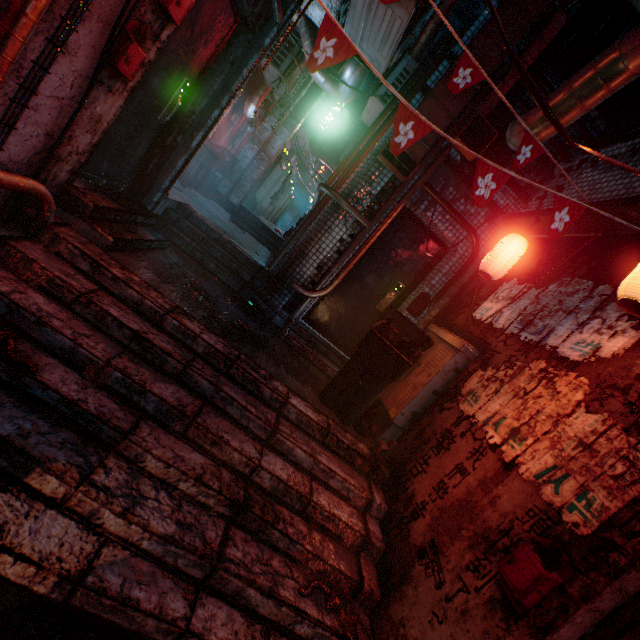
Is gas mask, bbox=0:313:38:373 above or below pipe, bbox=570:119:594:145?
below

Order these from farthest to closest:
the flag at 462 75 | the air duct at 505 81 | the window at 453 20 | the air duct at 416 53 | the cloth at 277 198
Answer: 1. the window at 453 20
2. the cloth at 277 198
3. the air duct at 416 53
4. the air duct at 505 81
5. the flag at 462 75

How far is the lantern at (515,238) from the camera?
3.19m

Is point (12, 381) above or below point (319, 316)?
below

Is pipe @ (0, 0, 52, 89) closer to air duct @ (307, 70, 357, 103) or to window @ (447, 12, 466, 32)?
air duct @ (307, 70, 357, 103)

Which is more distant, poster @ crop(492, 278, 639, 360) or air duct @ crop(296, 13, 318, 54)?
air duct @ crop(296, 13, 318, 54)

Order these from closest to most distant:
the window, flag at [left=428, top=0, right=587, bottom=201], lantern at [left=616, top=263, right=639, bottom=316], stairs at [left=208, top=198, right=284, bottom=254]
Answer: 1. lantern at [left=616, top=263, right=639, bottom=316]
2. flag at [left=428, top=0, right=587, bottom=201]
3. stairs at [left=208, top=198, right=284, bottom=254]
4. the window

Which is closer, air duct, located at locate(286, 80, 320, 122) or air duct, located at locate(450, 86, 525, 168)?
air duct, located at locate(450, 86, 525, 168)
